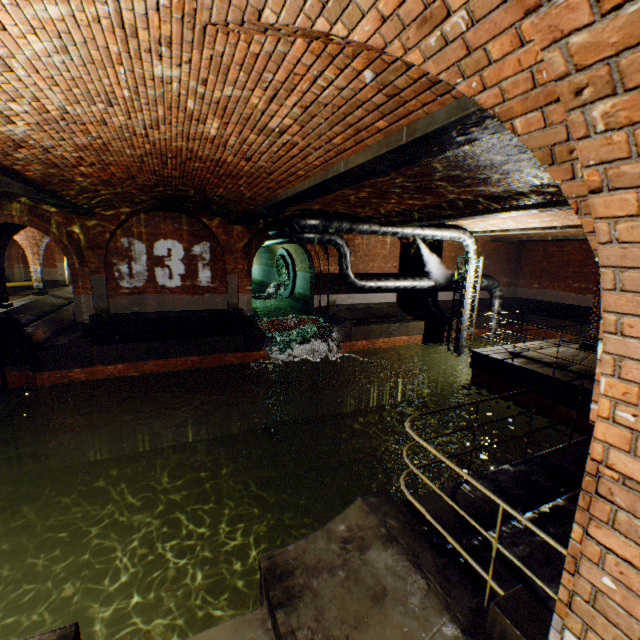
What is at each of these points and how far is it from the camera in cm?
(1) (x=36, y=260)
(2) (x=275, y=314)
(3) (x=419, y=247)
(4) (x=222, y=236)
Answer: (1) support arch, 1936
(2) building tunnel, 1838
(3) support arch, 1762
(4) support arch, 1332

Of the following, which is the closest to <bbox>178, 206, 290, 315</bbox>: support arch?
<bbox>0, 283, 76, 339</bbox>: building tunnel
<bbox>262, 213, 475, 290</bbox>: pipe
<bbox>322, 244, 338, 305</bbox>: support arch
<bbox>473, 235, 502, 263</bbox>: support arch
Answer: <bbox>262, 213, 475, 290</bbox>: pipe

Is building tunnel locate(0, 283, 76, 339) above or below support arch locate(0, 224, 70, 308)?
below

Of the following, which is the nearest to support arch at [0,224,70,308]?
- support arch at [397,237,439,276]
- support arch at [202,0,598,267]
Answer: support arch at [202,0,598,267]

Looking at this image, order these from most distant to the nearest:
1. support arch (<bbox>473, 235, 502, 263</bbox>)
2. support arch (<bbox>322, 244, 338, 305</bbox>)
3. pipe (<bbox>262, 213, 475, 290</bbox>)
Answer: support arch (<bbox>473, 235, 502, 263</bbox>), support arch (<bbox>322, 244, 338, 305</bbox>), pipe (<bbox>262, 213, 475, 290</bbox>)

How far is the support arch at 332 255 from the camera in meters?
15.8

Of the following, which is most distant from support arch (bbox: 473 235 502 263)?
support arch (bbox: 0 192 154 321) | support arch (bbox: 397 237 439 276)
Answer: support arch (bbox: 0 192 154 321)

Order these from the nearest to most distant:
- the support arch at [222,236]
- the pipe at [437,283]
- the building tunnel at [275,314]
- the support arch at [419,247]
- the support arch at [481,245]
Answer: the pipe at [437,283] < the support arch at [222,236] < the support arch at [419,247] < the building tunnel at [275,314] < the support arch at [481,245]
